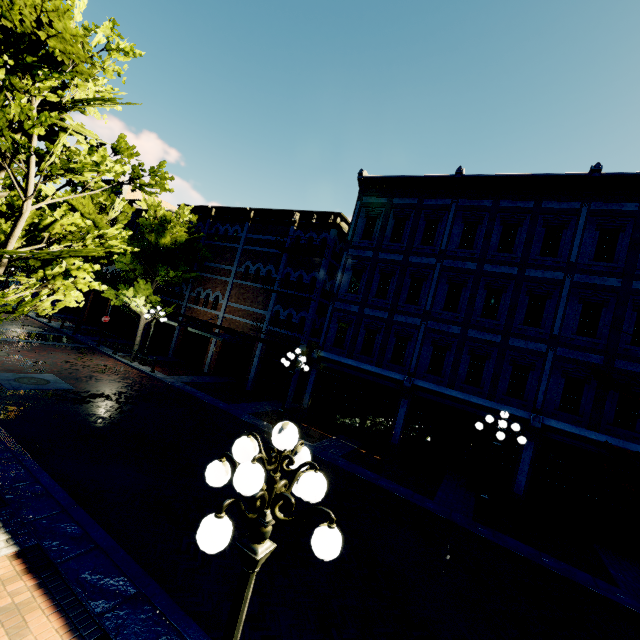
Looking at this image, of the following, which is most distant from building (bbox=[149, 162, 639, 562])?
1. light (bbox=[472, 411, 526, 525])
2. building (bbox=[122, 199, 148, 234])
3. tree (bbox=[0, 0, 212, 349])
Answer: light (bbox=[472, 411, 526, 525])

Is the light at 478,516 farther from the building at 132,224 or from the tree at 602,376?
the building at 132,224

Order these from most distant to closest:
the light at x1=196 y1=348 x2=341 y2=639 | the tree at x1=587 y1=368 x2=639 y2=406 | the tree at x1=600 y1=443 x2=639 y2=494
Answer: the tree at x1=587 y1=368 x2=639 y2=406
the tree at x1=600 y1=443 x2=639 y2=494
the light at x1=196 y1=348 x2=341 y2=639

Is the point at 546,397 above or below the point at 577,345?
below

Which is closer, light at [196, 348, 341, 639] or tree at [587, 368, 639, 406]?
light at [196, 348, 341, 639]

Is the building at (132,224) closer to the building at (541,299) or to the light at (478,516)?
the building at (541,299)

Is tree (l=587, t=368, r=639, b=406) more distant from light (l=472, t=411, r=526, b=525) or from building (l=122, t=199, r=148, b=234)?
light (l=472, t=411, r=526, b=525)

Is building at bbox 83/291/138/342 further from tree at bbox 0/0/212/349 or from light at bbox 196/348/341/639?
light at bbox 196/348/341/639
